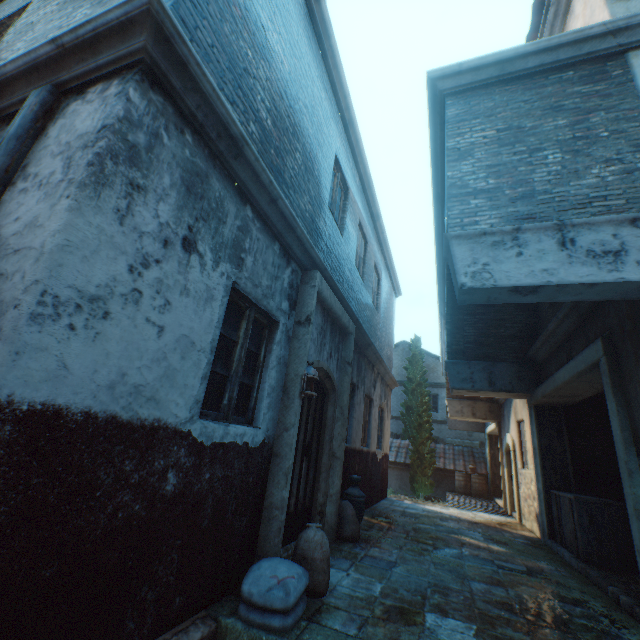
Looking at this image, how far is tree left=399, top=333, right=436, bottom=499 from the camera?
16.2 meters

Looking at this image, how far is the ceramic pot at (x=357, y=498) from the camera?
5.7 meters

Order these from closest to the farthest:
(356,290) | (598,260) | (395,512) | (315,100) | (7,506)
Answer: (7,506) → (598,260) → (315,100) → (356,290) → (395,512)

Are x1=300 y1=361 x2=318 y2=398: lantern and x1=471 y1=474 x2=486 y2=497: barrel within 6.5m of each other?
no

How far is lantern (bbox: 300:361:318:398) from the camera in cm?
400

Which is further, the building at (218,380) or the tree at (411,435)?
the tree at (411,435)

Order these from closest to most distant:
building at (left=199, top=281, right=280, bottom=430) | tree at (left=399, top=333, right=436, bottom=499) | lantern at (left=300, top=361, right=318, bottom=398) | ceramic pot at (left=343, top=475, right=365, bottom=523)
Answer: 1. building at (left=199, top=281, right=280, bottom=430)
2. lantern at (left=300, top=361, right=318, bottom=398)
3. ceramic pot at (left=343, top=475, right=365, bottom=523)
4. tree at (left=399, top=333, right=436, bottom=499)

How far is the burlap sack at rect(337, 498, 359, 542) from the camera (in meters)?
5.17
